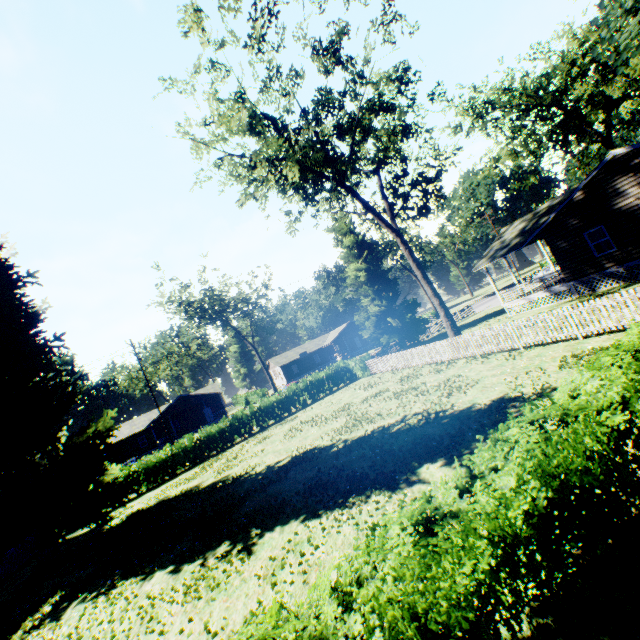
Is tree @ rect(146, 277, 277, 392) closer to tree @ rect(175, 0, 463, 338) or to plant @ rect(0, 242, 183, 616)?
plant @ rect(0, 242, 183, 616)

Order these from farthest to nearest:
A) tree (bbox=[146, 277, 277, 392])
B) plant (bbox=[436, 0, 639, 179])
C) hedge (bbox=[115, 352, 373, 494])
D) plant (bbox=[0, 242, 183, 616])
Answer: tree (bbox=[146, 277, 277, 392]) < hedge (bbox=[115, 352, 373, 494]) < plant (bbox=[436, 0, 639, 179]) < plant (bbox=[0, 242, 183, 616])

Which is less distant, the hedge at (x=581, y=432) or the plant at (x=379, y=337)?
the hedge at (x=581, y=432)

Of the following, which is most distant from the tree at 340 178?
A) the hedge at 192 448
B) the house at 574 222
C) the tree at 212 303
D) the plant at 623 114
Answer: the tree at 212 303

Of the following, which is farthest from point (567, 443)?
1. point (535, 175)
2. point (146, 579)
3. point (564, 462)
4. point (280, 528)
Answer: point (535, 175)

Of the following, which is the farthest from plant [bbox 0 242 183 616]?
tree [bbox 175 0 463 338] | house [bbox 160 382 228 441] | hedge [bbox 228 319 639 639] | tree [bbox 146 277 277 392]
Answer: house [bbox 160 382 228 441]

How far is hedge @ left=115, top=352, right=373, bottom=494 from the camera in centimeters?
2344cm

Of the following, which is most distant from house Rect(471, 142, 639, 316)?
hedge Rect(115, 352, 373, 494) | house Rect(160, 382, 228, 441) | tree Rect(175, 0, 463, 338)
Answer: house Rect(160, 382, 228, 441)
